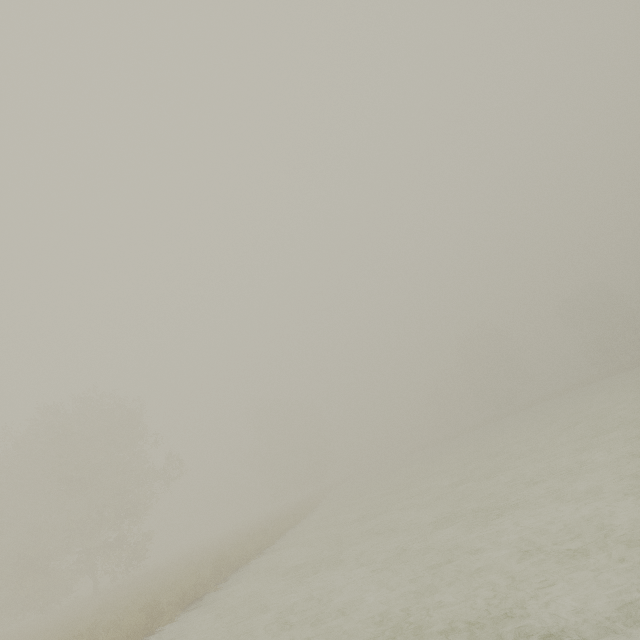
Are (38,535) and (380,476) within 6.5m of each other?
no
